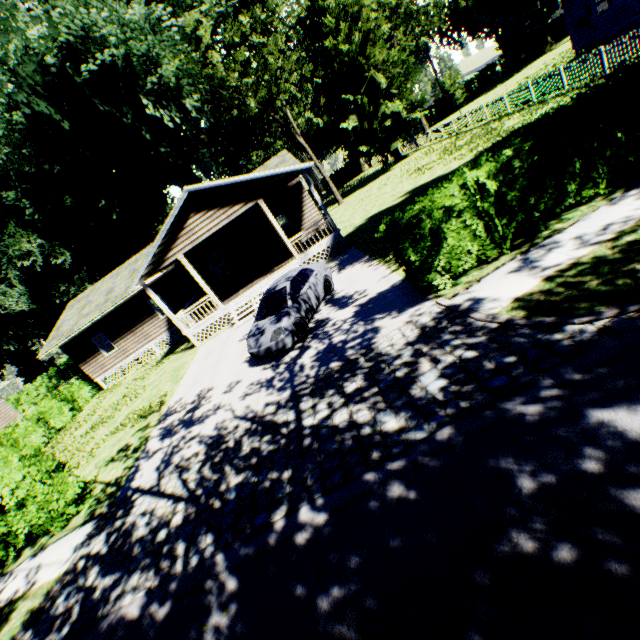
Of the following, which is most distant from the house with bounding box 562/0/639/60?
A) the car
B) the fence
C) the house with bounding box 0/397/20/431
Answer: the house with bounding box 0/397/20/431

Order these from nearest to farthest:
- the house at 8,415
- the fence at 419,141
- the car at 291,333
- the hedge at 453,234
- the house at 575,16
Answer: A: the hedge at 453,234 → the car at 291,333 → the fence at 419,141 → the house at 575,16 → the house at 8,415

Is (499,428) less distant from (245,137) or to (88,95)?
(88,95)

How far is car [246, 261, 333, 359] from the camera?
Result: 9.9m

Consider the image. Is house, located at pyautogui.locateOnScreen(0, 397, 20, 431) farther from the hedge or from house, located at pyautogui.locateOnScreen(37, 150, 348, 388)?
the hedge

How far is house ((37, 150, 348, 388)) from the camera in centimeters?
1577cm

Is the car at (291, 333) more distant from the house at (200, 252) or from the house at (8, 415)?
the house at (8, 415)

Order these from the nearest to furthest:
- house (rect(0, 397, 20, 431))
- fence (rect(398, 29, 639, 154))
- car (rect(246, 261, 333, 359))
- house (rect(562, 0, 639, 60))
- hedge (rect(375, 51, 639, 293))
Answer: hedge (rect(375, 51, 639, 293)) < car (rect(246, 261, 333, 359)) < fence (rect(398, 29, 639, 154)) < house (rect(562, 0, 639, 60)) < house (rect(0, 397, 20, 431))
